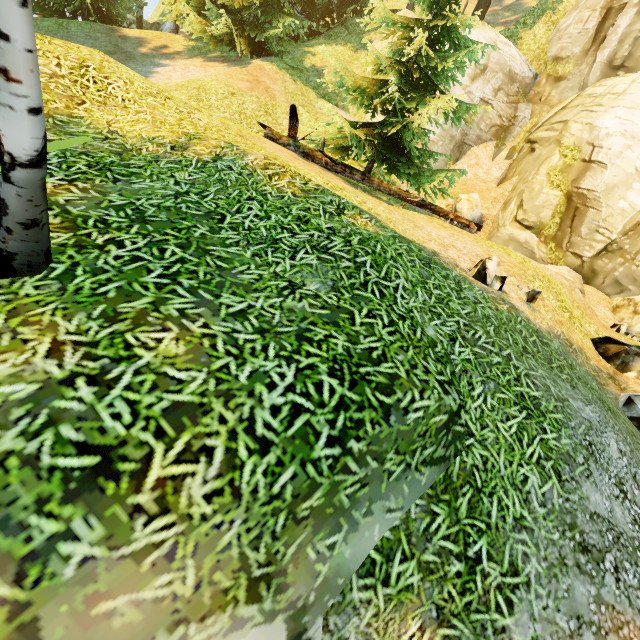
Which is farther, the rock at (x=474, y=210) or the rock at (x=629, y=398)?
the rock at (x=474, y=210)

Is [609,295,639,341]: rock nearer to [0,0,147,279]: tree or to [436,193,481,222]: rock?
[436,193,481,222]: rock

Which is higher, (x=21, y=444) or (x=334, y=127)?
(x=334, y=127)

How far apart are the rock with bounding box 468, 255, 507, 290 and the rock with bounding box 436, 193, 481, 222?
8.64m

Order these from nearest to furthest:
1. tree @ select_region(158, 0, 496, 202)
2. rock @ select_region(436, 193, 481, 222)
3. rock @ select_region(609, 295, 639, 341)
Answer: tree @ select_region(158, 0, 496, 202)
rock @ select_region(609, 295, 639, 341)
rock @ select_region(436, 193, 481, 222)

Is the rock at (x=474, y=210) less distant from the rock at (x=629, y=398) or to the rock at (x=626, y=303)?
the rock at (x=626, y=303)

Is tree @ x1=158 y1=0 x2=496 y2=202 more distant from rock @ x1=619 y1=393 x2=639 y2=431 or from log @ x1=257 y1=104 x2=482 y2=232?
rock @ x1=619 y1=393 x2=639 y2=431

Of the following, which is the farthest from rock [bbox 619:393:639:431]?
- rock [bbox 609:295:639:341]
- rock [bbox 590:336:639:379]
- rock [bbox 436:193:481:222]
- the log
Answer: rock [bbox 436:193:481:222]
